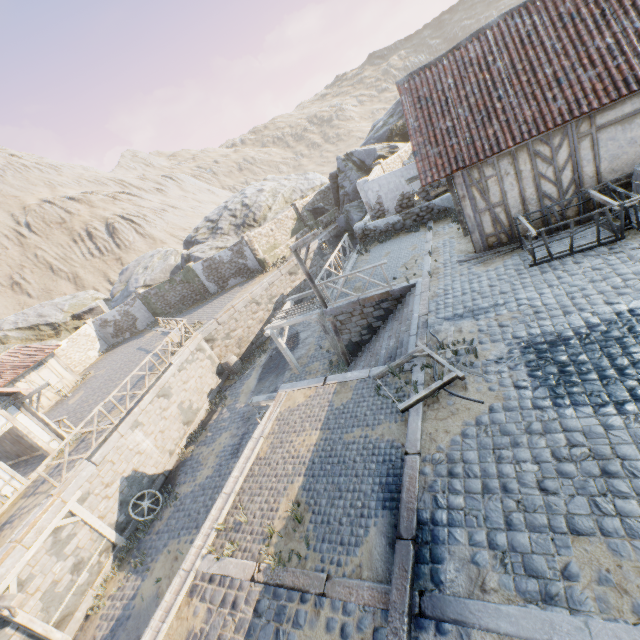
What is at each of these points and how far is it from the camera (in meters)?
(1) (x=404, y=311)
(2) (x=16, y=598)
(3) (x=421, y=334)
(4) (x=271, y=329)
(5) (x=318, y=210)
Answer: (1) stairs, 10.97
(2) wooden structure, 8.29
(3) stone blocks, 8.70
(4) awning, 15.55
(5) rock, 29.77

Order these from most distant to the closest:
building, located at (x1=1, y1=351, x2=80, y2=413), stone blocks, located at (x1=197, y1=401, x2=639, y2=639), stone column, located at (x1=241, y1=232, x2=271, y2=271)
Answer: stone column, located at (x1=241, y1=232, x2=271, y2=271), building, located at (x1=1, y1=351, x2=80, y2=413), stone blocks, located at (x1=197, y1=401, x2=639, y2=639)

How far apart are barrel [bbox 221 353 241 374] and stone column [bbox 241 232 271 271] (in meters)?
7.97

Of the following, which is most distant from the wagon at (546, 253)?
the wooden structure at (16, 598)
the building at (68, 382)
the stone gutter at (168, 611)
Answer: the building at (68, 382)

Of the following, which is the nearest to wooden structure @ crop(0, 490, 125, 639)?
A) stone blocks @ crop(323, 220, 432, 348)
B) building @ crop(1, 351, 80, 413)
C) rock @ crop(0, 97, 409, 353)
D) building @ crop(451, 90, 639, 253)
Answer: stone blocks @ crop(323, 220, 432, 348)

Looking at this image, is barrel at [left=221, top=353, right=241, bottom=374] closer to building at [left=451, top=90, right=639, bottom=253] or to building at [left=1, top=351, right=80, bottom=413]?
building at [left=1, top=351, right=80, bottom=413]

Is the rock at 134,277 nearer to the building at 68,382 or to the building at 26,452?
the building at 68,382

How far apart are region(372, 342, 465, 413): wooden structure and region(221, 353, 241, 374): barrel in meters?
13.9
